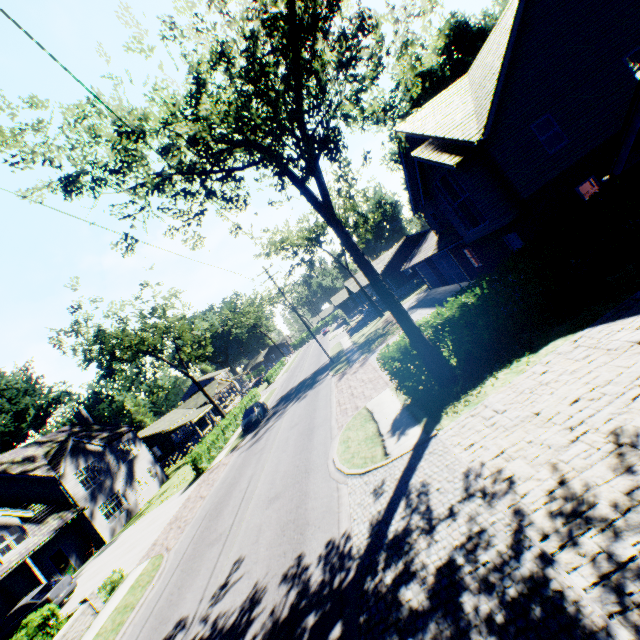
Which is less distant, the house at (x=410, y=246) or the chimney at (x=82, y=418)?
the chimney at (x=82, y=418)

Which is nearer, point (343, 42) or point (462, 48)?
point (343, 42)

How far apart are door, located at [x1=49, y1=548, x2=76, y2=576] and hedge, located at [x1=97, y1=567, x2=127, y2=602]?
12.5 meters

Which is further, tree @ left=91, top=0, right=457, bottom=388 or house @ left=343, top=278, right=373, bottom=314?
house @ left=343, top=278, right=373, bottom=314

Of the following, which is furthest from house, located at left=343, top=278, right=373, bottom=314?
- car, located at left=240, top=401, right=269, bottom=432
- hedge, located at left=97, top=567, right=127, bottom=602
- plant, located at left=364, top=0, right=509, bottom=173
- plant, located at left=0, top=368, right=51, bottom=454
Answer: plant, located at left=0, top=368, right=51, bottom=454

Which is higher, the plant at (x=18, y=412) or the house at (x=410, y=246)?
the plant at (x=18, y=412)

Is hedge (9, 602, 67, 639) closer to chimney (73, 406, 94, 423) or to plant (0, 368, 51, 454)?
chimney (73, 406, 94, 423)

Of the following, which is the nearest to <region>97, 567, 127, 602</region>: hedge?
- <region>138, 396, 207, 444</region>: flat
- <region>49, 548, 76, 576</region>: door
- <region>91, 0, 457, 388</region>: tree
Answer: <region>49, 548, 76, 576</region>: door
